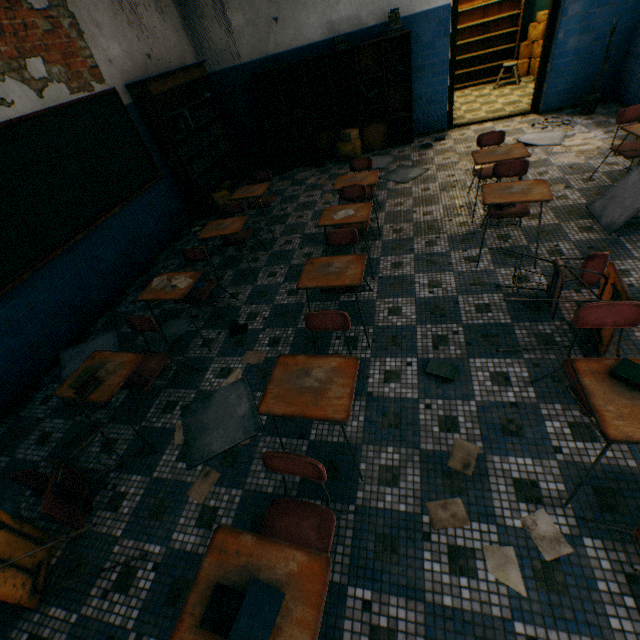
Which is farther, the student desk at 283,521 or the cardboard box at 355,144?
the cardboard box at 355,144

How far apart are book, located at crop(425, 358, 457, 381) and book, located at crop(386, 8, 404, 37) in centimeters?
609cm

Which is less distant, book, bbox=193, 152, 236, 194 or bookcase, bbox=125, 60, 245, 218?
bookcase, bbox=125, 60, 245, 218

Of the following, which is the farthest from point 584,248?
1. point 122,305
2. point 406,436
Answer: point 122,305

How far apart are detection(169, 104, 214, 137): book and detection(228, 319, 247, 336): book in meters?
3.8

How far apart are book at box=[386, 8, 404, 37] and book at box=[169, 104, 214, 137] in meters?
3.5

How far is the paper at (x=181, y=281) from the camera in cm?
312

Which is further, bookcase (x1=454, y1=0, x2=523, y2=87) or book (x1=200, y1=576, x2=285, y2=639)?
bookcase (x1=454, y1=0, x2=523, y2=87)
